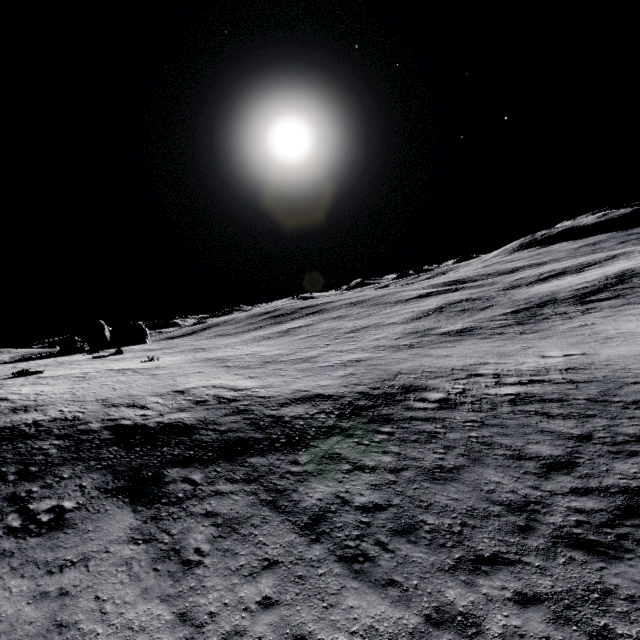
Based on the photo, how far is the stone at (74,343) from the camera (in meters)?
42.03

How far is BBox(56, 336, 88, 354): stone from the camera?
42.0 meters

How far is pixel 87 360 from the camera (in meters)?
50.31
